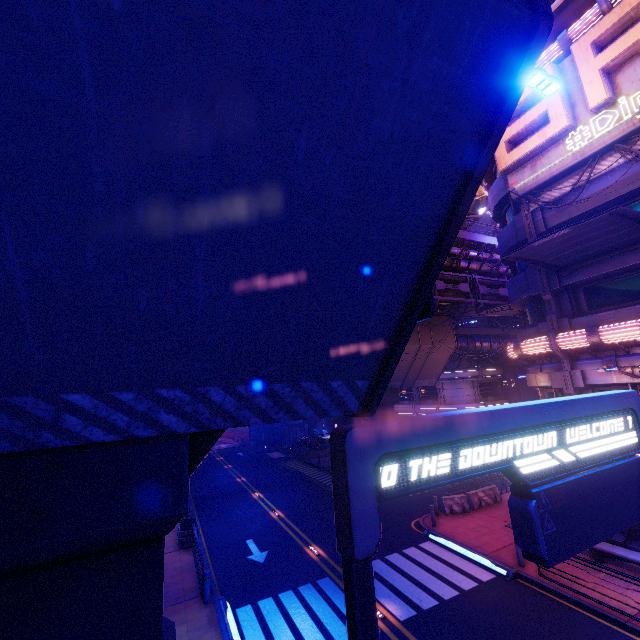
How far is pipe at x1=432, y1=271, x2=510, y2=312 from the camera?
25.9 meters

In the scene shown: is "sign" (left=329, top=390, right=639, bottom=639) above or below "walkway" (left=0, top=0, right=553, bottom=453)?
below

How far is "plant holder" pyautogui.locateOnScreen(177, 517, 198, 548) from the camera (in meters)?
17.00

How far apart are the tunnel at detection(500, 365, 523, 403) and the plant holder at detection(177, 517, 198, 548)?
41.1 meters

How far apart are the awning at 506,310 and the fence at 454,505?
11.7 meters

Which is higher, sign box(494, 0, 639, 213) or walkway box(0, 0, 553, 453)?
sign box(494, 0, 639, 213)

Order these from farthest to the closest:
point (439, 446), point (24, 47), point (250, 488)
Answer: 1. point (250, 488)
2. point (439, 446)
3. point (24, 47)

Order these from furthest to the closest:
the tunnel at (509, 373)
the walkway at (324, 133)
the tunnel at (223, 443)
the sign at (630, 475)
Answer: the tunnel at (223, 443) < the tunnel at (509, 373) < the sign at (630, 475) < the walkway at (324, 133)
